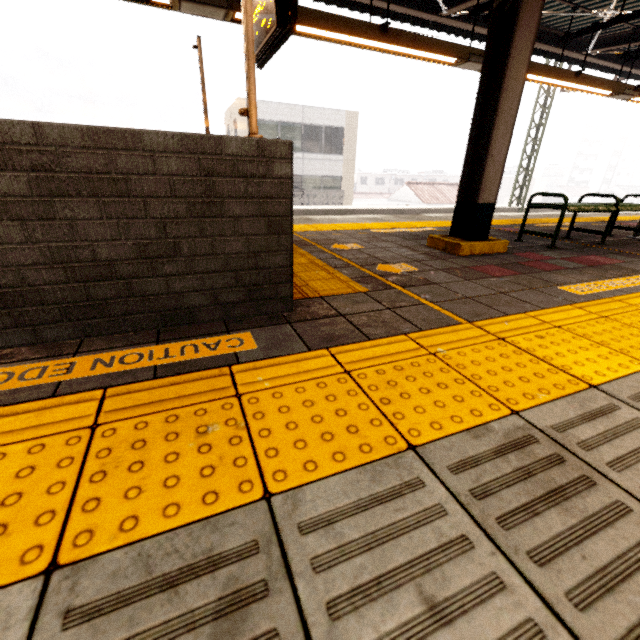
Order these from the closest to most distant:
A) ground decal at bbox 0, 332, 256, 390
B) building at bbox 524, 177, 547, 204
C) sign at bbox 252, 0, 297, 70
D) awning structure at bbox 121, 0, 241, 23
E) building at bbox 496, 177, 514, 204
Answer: ground decal at bbox 0, 332, 256, 390
sign at bbox 252, 0, 297, 70
awning structure at bbox 121, 0, 241, 23
building at bbox 496, 177, 514, 204
building at bbox 524, 177, 547, 204

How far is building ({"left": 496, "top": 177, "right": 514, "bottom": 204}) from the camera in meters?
50.9

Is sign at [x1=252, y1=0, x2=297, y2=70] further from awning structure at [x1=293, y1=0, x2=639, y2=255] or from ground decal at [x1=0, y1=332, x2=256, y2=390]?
ground decal at [x1=0, y1=332, x2=256, y2=390]

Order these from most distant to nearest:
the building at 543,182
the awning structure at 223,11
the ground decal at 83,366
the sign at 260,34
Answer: the building at 543,182
the awning structure at 223,11
the sign at 260,34
the ground decal at 83,366

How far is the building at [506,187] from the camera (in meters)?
50.86

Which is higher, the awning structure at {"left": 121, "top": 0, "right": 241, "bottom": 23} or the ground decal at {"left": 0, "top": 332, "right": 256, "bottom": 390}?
the awning structure at {"left": 121, "top": 0, "right": 241, "bottom": 23}

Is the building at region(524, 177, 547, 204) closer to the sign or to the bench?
the bench

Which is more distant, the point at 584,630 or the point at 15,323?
the point at 15,323
